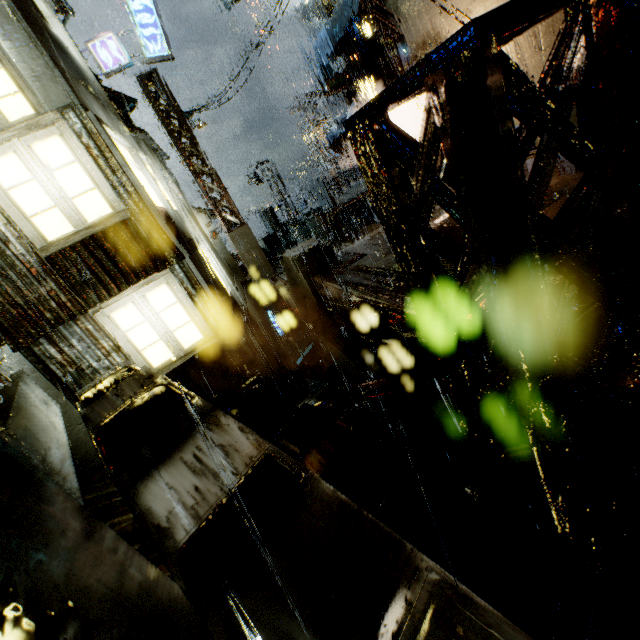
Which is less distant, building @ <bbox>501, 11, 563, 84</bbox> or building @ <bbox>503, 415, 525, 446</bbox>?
building @ <bbox>503, 415, 525, 446</bbox>

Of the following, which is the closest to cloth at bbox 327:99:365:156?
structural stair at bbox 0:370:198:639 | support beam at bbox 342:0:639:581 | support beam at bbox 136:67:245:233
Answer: support beam at bbox 136:67:245:233

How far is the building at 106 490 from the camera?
5.0 meters

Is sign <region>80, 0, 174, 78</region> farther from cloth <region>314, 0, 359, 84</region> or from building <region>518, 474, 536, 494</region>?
cloth <region>314, 0, 359, 84</region>

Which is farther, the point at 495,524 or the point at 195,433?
the point at 495,524

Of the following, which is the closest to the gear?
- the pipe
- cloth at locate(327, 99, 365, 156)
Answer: the pipe

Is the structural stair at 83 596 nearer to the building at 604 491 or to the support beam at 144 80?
the building at 604 491
